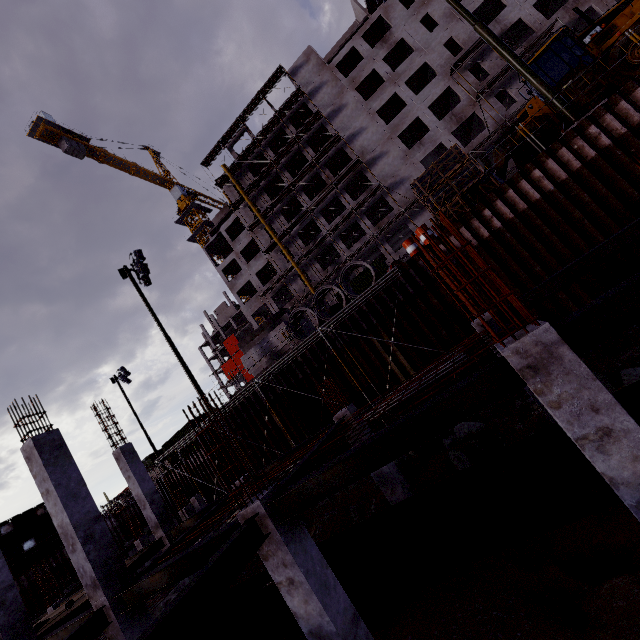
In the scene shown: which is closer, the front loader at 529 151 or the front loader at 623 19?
the front loader at 623 19

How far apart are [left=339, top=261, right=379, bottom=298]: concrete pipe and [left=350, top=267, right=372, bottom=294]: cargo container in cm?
1660

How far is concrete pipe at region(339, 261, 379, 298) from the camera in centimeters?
1450cm

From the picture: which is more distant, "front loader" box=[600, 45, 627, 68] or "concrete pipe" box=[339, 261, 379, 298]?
"concrete pipe" box=[339, 261, 379, 298]

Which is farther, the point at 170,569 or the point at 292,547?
the point at 170,569

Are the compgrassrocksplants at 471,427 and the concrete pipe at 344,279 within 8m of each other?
yes

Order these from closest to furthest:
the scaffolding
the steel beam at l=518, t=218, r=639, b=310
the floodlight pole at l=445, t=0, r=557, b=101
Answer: the steel beam at l=518, t=218, r=639, b=310 < the floodlight pole at l=445, t=0, r=557, b=101 < the scaffolding

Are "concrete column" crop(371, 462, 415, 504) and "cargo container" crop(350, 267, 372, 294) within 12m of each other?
no
